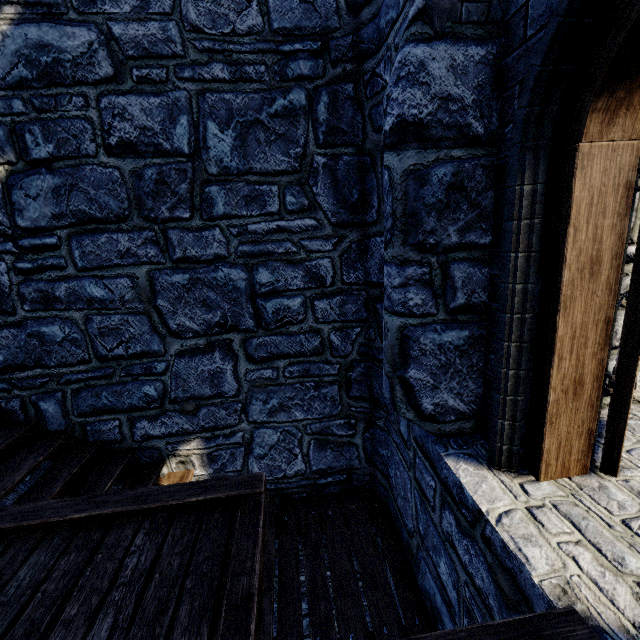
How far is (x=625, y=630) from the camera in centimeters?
132cm
